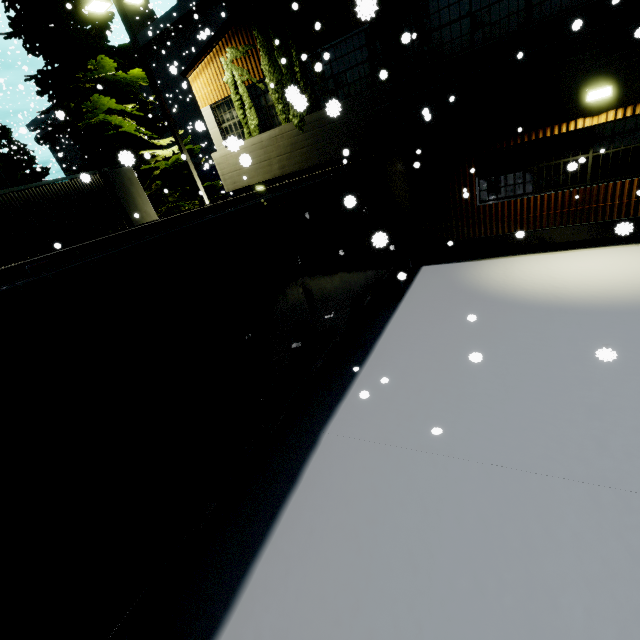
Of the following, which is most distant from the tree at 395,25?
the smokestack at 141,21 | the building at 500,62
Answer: the smokestack at 141,21

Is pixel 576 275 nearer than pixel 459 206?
Yes

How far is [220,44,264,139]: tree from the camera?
10.6 meters

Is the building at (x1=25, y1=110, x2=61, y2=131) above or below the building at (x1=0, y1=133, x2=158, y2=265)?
above

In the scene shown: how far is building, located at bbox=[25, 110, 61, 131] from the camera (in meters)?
29.02

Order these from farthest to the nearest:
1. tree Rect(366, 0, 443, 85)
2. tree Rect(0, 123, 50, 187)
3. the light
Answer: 1. tree Rect(0, 123, 50, 187)
2. the light
3. tree Rect(366, 0, 443, 85)

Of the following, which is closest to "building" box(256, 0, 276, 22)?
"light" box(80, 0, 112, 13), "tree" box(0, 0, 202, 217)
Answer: "tree" box(0, 0, 202, 217)

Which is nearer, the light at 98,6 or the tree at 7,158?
the light at 98,6
